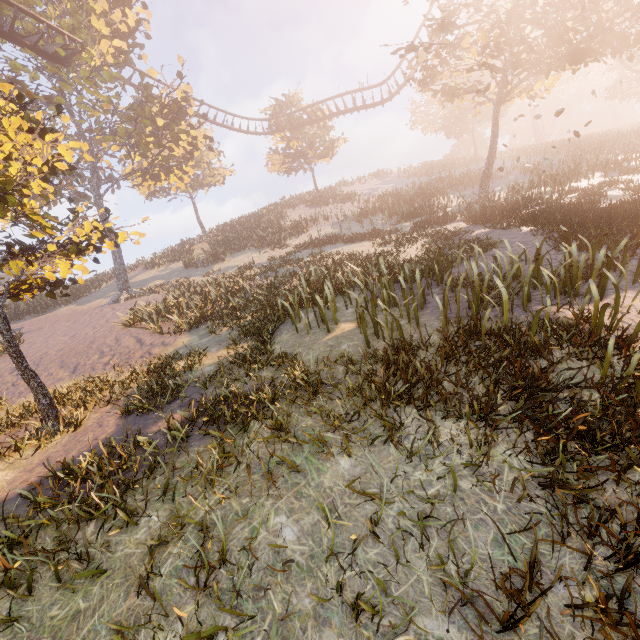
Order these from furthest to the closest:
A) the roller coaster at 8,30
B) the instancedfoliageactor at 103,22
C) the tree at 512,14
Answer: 1. the roller coaster at 8,30
2. the tree at 512,14
3. the instancedfoliageactor at 103,22

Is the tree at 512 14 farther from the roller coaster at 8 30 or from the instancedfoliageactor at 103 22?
the instancedfoliageactor at 103 22

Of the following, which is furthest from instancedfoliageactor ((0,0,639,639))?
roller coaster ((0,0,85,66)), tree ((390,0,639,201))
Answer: tree ((390,0,639,201))

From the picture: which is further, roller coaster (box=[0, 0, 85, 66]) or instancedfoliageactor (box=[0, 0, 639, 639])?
roller coaster (box=[0, 0, 85, 66])

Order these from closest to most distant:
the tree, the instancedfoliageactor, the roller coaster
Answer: the instancedfoliageactor
the tree
the roller coaster

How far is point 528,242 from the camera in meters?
11.2

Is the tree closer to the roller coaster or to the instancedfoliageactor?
the roller coaster
